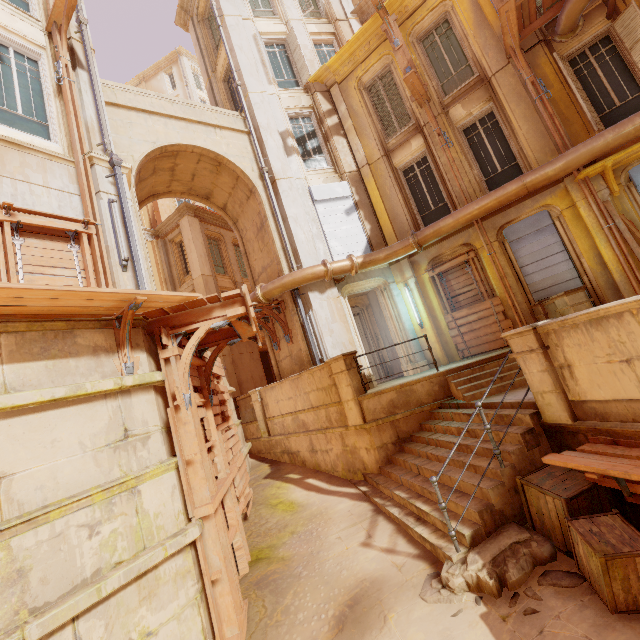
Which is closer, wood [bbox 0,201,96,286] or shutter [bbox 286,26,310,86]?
wood [bbox 0,201,96,286]

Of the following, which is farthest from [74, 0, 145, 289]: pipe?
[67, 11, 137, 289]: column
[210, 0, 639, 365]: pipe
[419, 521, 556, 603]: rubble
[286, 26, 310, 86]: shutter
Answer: [286, 26, 310, 86]: shutter

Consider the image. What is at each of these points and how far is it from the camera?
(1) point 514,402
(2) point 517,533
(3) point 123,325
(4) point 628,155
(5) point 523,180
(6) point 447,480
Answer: (1) building, 5.6m
(2) rubble, 4.2m
(3) wood, 4.5m
(4) trim, 7.7m
(5) pipe, 8.4m
(6) stairs, 5.6m

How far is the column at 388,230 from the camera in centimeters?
1172cm

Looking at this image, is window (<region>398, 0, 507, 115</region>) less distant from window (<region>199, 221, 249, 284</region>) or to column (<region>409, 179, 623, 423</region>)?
column (<region>409, 179, 623, 423</region>)

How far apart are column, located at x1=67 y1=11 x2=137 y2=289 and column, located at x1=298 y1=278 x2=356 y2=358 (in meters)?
4.47

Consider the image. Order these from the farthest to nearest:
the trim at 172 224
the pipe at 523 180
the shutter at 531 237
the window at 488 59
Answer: the trim at 172 224, the window at 488 59, the shutter at 531 237, the pipe at 523 180

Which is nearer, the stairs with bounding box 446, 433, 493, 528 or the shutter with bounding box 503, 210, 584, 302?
the stairs with bounding box 446, 433, 493, 528
